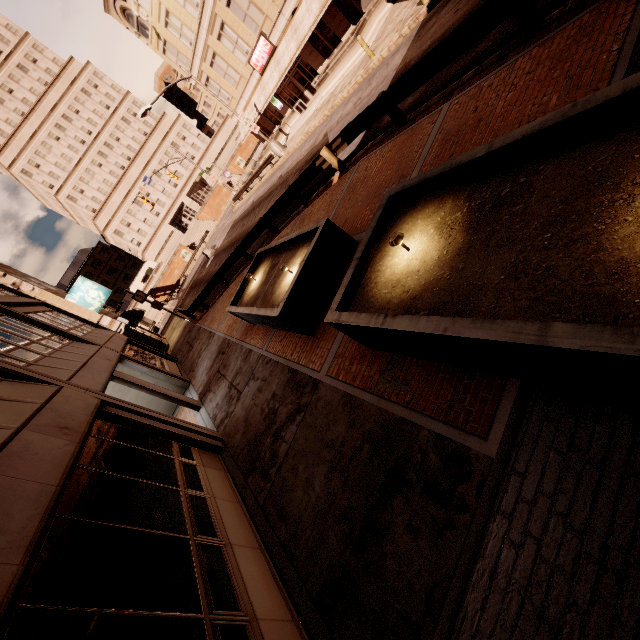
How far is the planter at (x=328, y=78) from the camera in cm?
1970

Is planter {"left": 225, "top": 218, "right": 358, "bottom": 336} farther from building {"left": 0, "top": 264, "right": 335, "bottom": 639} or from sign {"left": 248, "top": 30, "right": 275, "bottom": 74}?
sign {"left": 248, "top": 30, "right": 275, "bottom": 74}

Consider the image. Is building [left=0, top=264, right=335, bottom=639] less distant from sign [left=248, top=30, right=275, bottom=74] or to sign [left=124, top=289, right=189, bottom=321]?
sign [left=124, top=289, right=189, bottom=321]

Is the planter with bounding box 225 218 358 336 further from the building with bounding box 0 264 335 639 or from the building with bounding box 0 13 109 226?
the building with bounding box 0 13 109 226

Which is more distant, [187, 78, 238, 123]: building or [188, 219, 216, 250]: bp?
[188, 219, 216, 250]: bp

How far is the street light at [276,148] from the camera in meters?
27.1 m

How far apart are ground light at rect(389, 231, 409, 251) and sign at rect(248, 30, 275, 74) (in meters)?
29.22

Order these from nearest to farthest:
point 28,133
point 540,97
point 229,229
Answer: point 540,97 → point 229,229 → point 28,133
